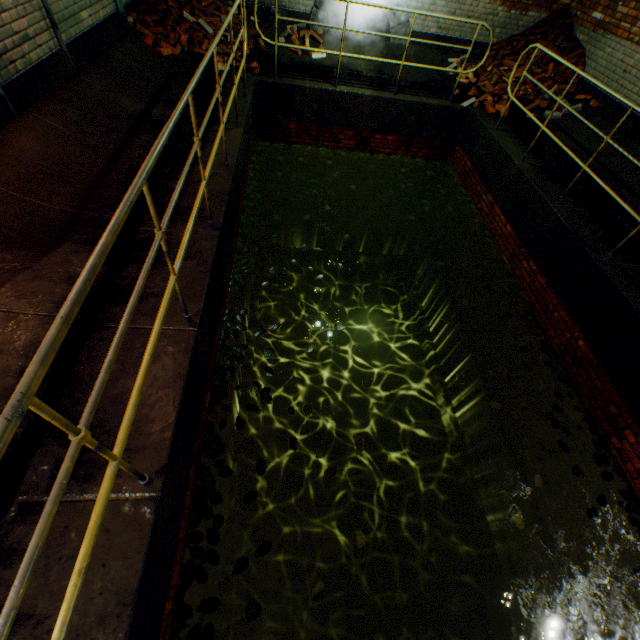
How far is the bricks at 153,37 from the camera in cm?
→ 577

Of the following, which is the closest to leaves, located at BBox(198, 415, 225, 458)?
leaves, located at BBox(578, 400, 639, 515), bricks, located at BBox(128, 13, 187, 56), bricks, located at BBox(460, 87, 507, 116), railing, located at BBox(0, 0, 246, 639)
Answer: railing, located at BBox(0, 0, 246, 639)

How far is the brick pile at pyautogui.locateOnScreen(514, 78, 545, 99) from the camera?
7.23m

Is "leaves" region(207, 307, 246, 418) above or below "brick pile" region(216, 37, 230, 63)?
below

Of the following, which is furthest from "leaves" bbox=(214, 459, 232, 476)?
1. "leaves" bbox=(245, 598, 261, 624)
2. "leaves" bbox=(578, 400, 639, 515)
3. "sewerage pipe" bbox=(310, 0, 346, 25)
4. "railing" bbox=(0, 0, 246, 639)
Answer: "sewerage pipe" bbox=(310, 0, 346, 25)

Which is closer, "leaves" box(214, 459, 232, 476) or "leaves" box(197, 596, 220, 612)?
"leaves" box(197, 596, 220, 612)

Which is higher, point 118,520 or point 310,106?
point 118,520

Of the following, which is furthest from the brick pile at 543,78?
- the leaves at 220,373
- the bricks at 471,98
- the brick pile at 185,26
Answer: the leaves at 220,373
